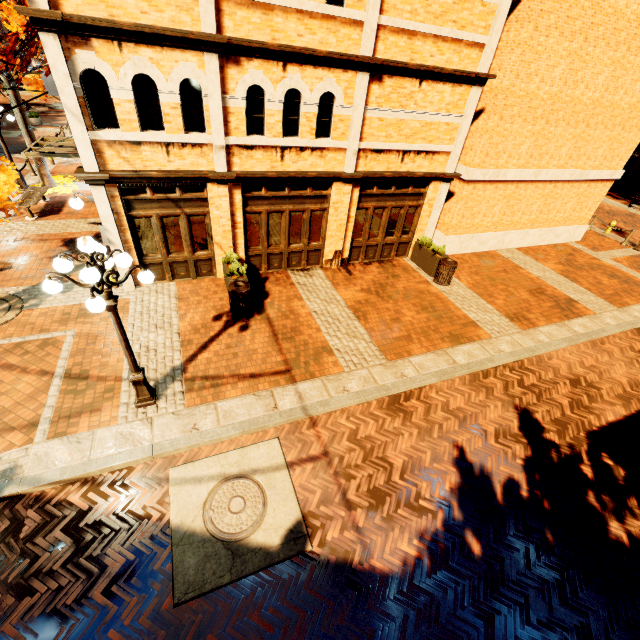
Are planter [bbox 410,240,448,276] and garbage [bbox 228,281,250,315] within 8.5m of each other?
yes

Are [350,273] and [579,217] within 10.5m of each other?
no

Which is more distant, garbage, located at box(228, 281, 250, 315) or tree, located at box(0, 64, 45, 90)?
tree, located at box(0, 64, 45, 90)

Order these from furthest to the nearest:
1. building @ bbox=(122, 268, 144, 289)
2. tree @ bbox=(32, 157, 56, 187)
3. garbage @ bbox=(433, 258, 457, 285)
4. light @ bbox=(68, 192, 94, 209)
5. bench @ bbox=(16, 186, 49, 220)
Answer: tree @ bbox=(32, 157, 56, 187) < bench @ bbox=(16, 186, 49, 220) < garbage @ bbox=(433, 258, 457, 285) < building @ bbox=(122, 268, 144, 289) < light @ bbox=(68, 192, 94, 209)

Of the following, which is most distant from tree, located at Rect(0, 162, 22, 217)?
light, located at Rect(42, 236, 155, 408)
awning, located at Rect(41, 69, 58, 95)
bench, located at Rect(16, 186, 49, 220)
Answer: light, located at Rect(42, 236, 155, 408)

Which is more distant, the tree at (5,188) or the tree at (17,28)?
the tree at (17,28)

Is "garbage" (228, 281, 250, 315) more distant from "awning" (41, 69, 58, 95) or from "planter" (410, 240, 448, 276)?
"awning" (41, 69, 58, 95)

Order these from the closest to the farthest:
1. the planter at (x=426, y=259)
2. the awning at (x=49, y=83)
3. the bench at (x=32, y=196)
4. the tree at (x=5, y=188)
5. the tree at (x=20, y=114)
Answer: the tree at (x=5, y=188)
the planter at (x=426, y=259)
the bench at (x=32, y=196)
the tree at (x=20, y=114)
the awning at (x=49, y=83)
